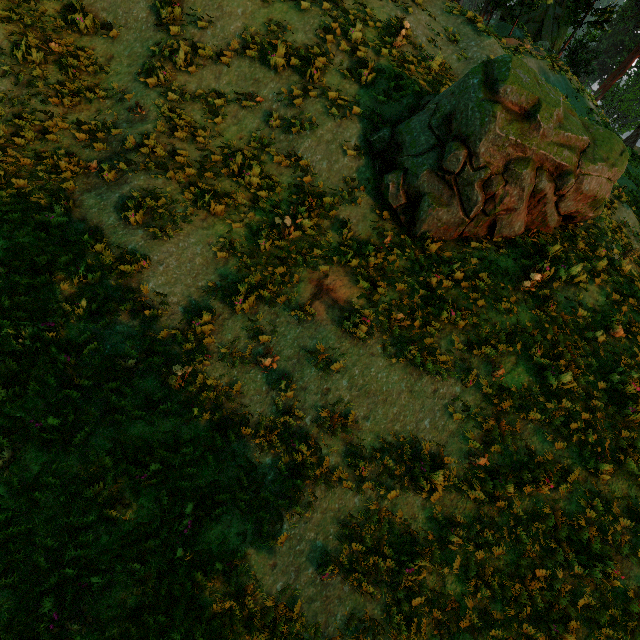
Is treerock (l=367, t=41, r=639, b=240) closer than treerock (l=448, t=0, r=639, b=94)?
Yes

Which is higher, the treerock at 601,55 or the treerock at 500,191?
the treerock at 601,55

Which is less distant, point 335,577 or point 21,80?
point 335,577

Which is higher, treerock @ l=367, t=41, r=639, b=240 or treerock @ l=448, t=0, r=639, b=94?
treerock @ l=448, t=0, r=639, b=94

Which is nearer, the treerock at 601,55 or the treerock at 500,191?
the treerock at 500,191
